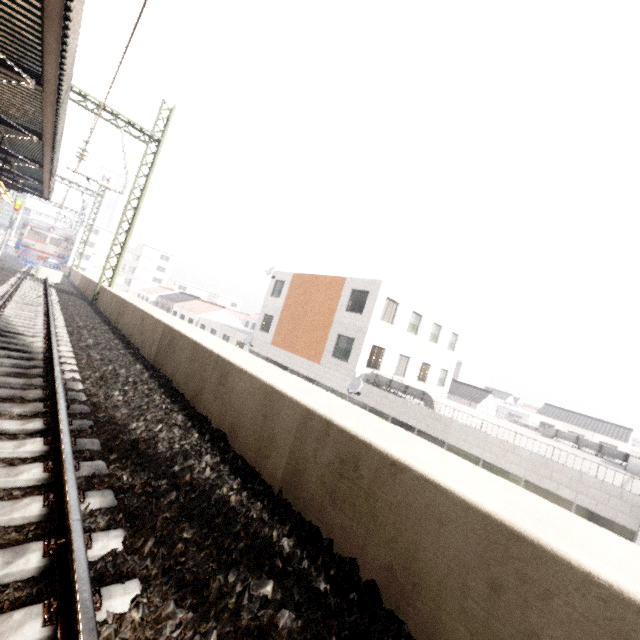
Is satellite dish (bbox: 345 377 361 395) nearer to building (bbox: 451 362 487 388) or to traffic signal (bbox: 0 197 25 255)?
building (bbox: 451 362 487 388)

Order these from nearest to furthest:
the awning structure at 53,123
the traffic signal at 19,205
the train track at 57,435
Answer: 1. the train track at 57,435
2. the awning structure at 53,123
3. the traffic signal at 19,205

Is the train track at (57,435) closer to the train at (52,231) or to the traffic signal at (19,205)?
the train at (52,231)

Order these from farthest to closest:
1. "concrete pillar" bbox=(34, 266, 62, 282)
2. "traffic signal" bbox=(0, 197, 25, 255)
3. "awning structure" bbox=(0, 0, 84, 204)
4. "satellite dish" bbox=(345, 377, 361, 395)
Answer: "traffic signal" bbox=(0, 197, 25, 255) < "concrete pillar" bbox=(34, 266, 62, 282) < "satellite dish" bbox=(345, 377, 361, 395) < "awning structure" bbox=(0, 0, 84, 204)

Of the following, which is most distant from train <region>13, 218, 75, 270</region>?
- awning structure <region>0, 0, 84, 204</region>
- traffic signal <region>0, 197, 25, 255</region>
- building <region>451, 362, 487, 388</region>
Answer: building <region>451, 362, 487, 388</region>

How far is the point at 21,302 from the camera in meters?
10.6

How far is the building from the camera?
39.76m

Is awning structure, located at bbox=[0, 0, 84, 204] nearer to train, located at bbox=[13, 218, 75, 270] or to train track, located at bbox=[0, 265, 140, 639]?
train track, located at bbox=[0, 265, 140, 639]
